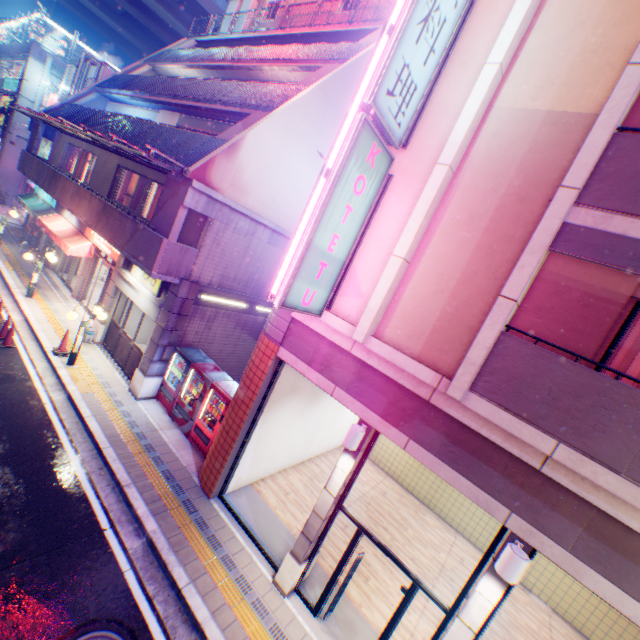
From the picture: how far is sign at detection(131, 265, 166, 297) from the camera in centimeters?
1085cm

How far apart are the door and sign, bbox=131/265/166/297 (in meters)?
0.76

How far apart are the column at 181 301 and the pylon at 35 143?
15.9 meters

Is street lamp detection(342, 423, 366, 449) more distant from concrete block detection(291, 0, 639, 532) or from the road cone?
the road cone

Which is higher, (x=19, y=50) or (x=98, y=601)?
(x=19, y=50)

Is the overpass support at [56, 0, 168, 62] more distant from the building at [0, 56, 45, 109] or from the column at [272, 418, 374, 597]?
the column at [272, 418, 374, 597]

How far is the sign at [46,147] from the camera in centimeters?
2189cm

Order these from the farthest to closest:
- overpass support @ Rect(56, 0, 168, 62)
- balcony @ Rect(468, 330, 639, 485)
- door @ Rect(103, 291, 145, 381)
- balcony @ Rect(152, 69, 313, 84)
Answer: overpass support @ Rect(56, 0, 168, 62) < balcony @ Rect(152, 69, 313, 84) < door @ Rect(103, 291, 145, 381) < balcony @ Rect(468, 330, 639, 485)
